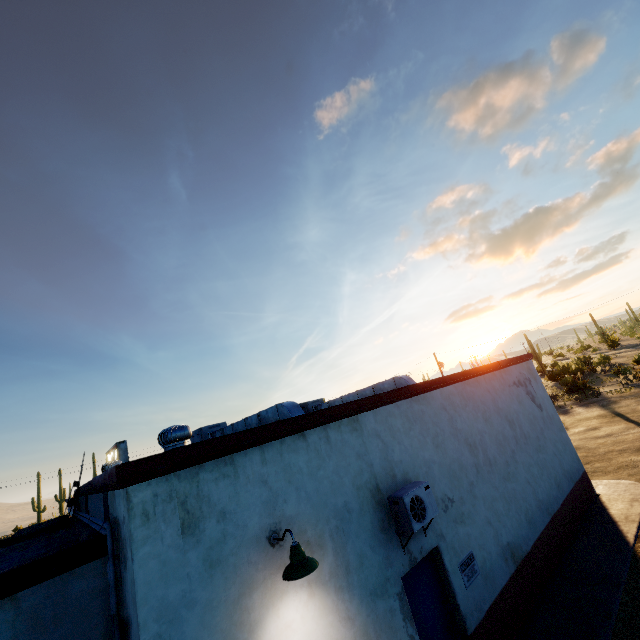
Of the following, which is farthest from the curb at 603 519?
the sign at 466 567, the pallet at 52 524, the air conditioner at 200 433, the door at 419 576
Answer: the air conditioner at 200 433

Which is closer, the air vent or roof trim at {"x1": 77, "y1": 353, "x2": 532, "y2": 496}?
roof trim at {"x1": 77, "y1": 353, "x2": 532, "y2": 496}

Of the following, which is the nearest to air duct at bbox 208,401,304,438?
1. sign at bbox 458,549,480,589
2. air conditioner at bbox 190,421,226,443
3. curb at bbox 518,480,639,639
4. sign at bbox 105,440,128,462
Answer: air conditioner at bbox 190,421,226,443

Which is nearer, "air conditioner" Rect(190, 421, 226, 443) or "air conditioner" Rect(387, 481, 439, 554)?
"air conditioner" Rect(387, 481, 439, 554)

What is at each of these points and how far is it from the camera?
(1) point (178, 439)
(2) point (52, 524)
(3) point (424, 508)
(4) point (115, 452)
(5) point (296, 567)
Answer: (1) air vent, 6.1m
(2) pallet, 9.4m
(3) air conditioner, 5.6m
(4) sign, 17.5m
(5) street light, 3.7m

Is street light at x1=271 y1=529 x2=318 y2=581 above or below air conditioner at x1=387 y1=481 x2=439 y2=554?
above

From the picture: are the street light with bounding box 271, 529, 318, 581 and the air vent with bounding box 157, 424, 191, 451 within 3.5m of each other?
yes

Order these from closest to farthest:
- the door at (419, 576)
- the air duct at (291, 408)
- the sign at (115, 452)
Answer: the door at (419, 576) < the air duct at (291, 408) < the sign at (115, 452)
